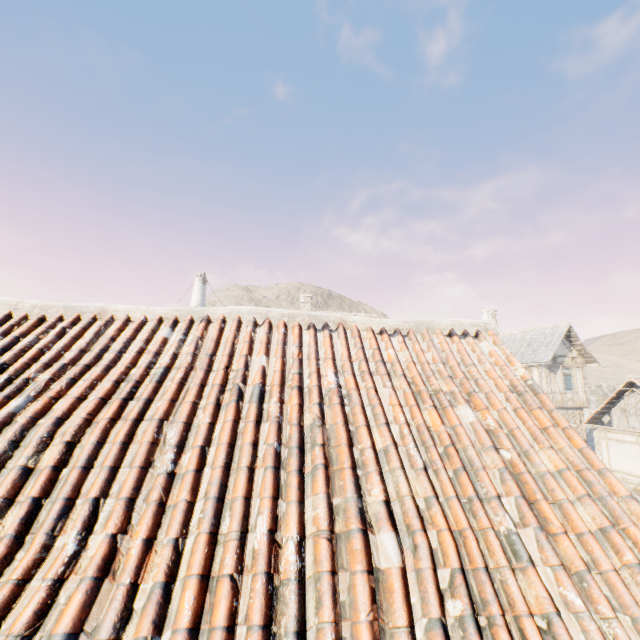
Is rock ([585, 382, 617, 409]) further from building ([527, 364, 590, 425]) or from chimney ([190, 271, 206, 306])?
chimney ([190, 271, 206, 306])

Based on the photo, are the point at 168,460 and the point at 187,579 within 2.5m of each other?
yes

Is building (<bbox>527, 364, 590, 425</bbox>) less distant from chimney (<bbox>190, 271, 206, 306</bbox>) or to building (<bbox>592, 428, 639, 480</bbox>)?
building (<bbox>592, 428, 639, 480</bbox>)

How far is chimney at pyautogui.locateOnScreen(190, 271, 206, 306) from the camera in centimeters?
2062cm

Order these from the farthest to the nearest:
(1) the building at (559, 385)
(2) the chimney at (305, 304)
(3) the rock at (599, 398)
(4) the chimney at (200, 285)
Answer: (3) the rock at (599, 398) < (2) the chimney at (305, 304) < (1) the building at (559, 385) < (4) the chimney at (200, 285)

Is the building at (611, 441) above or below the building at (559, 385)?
below

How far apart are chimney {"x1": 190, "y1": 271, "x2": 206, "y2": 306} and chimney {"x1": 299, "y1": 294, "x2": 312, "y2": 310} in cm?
1445

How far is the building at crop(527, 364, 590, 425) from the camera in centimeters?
2281cm
